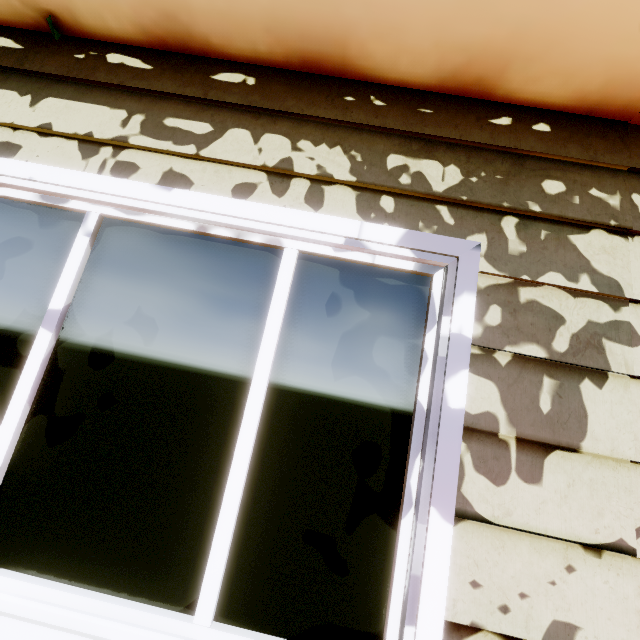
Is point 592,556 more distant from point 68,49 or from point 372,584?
point 68,49
